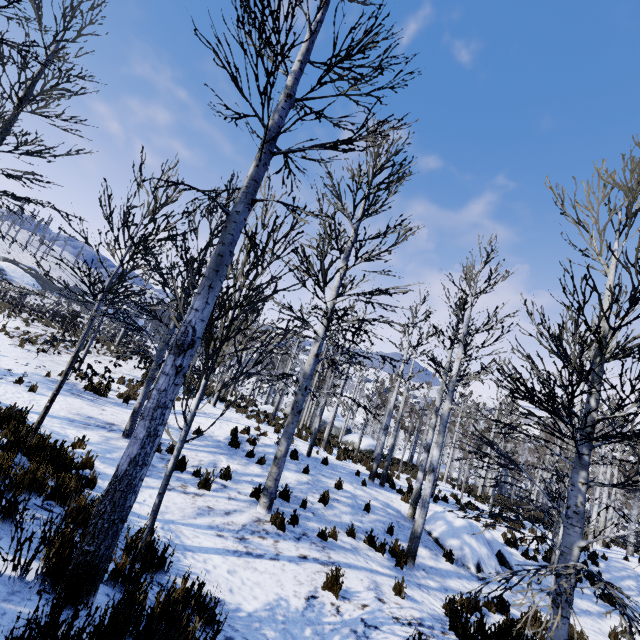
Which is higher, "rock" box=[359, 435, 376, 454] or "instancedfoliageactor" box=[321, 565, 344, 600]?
"instancedfoliageactor" box=[321, 565, 344, 600]

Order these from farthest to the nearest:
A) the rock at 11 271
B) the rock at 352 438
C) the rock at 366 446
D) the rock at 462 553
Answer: the rock at 11 271
the rock at 352 438
the rock at 366 446
the rock at 462 553

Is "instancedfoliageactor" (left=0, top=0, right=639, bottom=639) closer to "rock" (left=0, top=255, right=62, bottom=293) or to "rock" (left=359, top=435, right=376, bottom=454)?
"rock" (left=359, top=435, right=376, bottom=454)

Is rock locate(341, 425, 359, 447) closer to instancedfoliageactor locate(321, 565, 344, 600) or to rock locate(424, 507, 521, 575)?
rock locate(424, 507, 521, 575)

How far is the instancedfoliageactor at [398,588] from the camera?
5.8m

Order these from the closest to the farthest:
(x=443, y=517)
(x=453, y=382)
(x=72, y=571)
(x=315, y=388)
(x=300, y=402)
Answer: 1. (x=72, y=571)
2. (x=300, y=402)
3. (x=453, y=382)
4. (x=443, y=517)
5. (x=315, y=388)

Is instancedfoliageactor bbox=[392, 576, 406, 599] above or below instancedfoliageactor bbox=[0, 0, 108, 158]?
below

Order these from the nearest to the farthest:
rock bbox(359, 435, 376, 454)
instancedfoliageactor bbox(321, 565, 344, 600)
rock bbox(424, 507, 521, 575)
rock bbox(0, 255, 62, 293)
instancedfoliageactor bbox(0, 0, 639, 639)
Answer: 1. instancedfoliageactor bbox(0, 0, 639, 639)
2. instancedfoliageactor bbox(321, 565, 344, 600)
3. rock bbox(424, 507, 521, 575)
4. rock bbox(359, 435, 376, 454)
5. rock bbox(0, 255, 62, 293)
